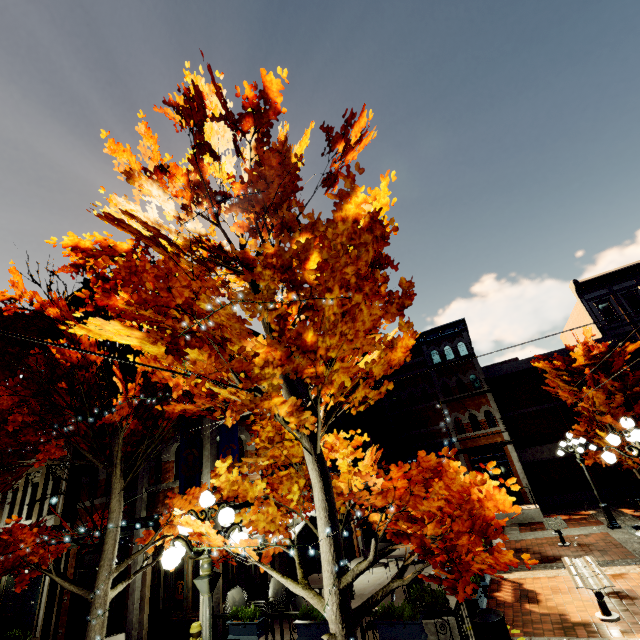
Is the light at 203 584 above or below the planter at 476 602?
above

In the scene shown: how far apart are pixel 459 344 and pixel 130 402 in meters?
22.2 m

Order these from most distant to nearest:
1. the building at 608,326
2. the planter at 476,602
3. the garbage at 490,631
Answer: the building at 608,326 < the planter at 476,602 < the garbage at 490,631

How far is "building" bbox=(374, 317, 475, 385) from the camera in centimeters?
2279cm

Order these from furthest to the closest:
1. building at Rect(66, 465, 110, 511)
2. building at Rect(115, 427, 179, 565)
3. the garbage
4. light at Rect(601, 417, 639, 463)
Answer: building at Rect(66, 465, 110, 511)
building at Rect(115, 427, 179, 565)
light at Rect(601, 417, 639, 463)
the garbage

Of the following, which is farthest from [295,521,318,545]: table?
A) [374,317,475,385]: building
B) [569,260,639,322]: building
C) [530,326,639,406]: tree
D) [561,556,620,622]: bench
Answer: [569,260,639,322]: building

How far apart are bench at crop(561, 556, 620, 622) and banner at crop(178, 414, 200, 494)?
9.45m

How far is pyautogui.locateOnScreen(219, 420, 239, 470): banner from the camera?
9.52m
